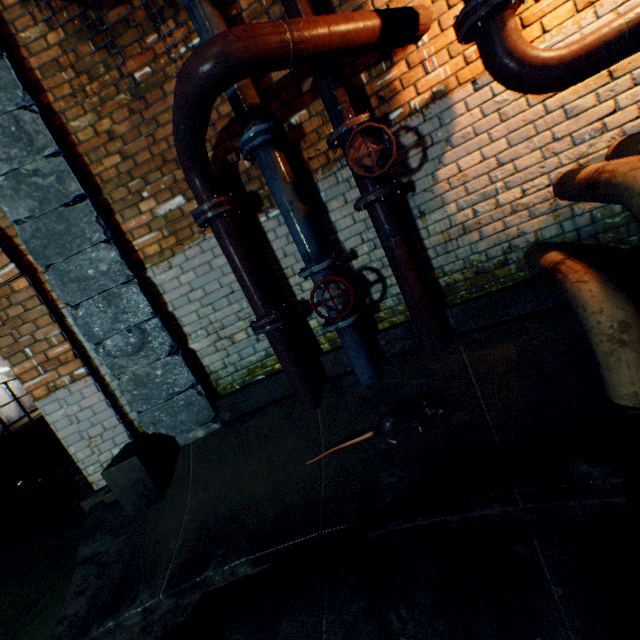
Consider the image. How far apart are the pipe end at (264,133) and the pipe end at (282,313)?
1.21m

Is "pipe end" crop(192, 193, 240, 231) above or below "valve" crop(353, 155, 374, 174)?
above

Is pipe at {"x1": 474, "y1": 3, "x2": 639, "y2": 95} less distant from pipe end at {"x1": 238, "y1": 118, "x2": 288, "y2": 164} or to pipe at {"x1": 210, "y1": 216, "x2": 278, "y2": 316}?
pipe at {"x1": 210, "y1": 216, "x2": 278, "y2": 316}

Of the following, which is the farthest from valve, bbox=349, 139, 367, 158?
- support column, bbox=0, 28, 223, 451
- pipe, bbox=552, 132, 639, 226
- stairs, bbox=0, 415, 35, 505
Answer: stairs, bbox=0, 415, 35, 505

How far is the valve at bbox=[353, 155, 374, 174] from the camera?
2.2 meters

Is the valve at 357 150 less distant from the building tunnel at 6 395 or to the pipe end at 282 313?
the pipe end at 282 313

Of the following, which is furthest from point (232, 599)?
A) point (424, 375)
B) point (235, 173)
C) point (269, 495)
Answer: point (235, 173)

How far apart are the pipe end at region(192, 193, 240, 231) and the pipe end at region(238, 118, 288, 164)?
0.3 meters
